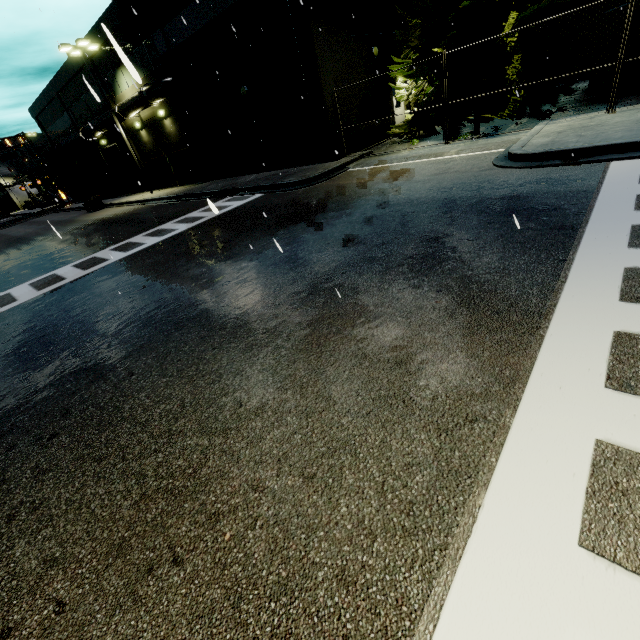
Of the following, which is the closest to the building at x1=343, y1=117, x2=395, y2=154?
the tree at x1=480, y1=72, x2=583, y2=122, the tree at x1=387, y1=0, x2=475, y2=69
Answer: the tree at x1=387, y1=0, x2=475, y2=69

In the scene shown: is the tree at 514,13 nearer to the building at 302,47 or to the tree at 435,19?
the tree at 435,19

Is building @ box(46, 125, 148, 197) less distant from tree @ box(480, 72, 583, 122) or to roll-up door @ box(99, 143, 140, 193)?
roll-up door @ box(99, 143, 140, 193)

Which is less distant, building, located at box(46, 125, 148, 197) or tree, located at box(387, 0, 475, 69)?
tree, located at box(387, 0, 475, 69)

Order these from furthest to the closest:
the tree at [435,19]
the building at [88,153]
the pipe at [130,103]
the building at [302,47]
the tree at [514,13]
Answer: the building at [88,153] → the pipe at [130,103] → the building at [302,47] → the tree at [435,19] → the tree at [514,13]

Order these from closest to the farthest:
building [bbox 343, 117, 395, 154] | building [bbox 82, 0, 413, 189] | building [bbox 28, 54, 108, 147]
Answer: building [bbox 82, 0, 413, 189], building [bbox 343, 117, 395, 154], building [bbox 28, 54, 108, 147]

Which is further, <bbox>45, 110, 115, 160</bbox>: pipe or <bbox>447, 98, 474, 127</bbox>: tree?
<bbox>45, 110, 115, 160</bbox>: pipe

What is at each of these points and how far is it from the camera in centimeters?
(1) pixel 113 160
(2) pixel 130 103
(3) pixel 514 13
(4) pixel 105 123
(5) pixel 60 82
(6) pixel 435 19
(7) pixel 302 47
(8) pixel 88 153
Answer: (1) roll-up door, 3328cm
(2) pipe, 2264cm
(3) tree, 1171cm
(4) pipe, 2655cm
(5) building, 2992cm
(6) tree, 1438cm
(7) building, 1424cm
(8) building, 3497cm
